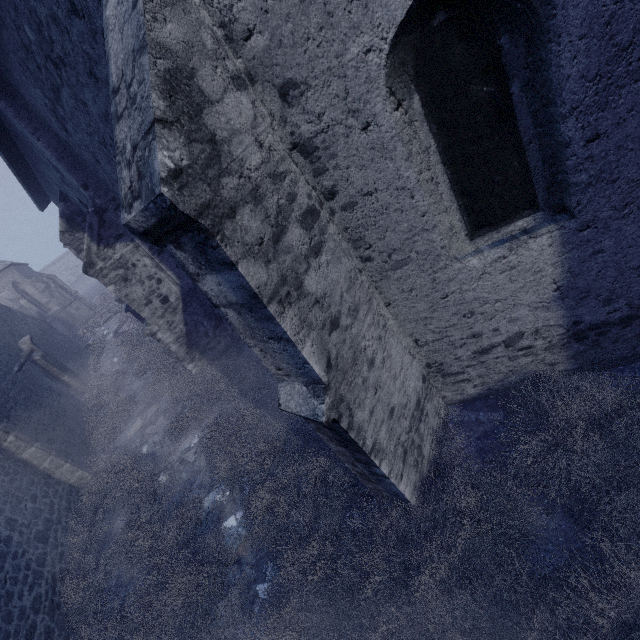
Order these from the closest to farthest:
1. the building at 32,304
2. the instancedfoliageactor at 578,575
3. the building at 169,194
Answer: the building at 169,194 → the instancedfoliageactor at 578,575 → the building at 32,304

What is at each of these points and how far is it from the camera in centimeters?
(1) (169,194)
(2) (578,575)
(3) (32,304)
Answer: (1) building, 172cm
(2) instancedfoliageactor, 260cm
(3) building, 2877cm

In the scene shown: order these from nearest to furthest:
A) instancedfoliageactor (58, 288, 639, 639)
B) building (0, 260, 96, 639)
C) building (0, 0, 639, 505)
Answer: building (0, 0, 639, 505), instancedfoliageactor (58, 288, 639, 639), building (0, 260, 96, 639)

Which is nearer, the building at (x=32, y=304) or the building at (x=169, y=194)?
the building at (x=169, y=194)

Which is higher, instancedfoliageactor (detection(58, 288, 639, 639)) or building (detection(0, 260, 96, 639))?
building (detection(0, 260, 96, 639))

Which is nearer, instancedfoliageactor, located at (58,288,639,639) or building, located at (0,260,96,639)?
instancedfoliageactor, located at (58,288,639,639)

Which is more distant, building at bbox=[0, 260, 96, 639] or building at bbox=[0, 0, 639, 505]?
building at bbox=[0, 260, 96, 639]
